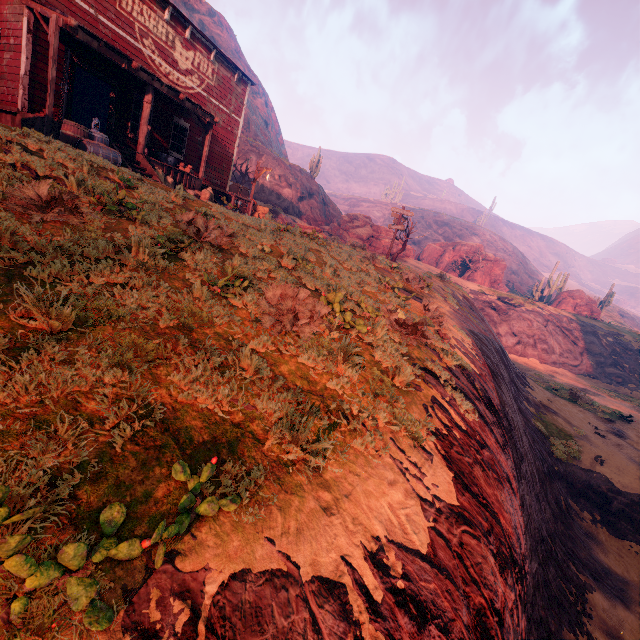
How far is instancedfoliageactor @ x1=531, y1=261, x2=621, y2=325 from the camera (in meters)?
39.53

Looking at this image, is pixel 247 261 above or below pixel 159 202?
below

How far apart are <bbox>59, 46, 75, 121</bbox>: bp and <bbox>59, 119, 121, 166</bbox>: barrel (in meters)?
0.97

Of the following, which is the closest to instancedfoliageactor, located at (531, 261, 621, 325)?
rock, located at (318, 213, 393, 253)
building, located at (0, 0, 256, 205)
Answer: rock, located at (318, 213, 393, 253)

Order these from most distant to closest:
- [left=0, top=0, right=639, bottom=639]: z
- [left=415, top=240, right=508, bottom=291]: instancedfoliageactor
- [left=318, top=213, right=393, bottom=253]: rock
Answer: [left=415, top=240, right=508, bottom=291]: instancedfoliageactor → [left=318, top=213, right=393, bottom=253]: rock → [left=0, top=0, right=639, bottom=639]: z

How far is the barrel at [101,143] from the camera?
9.5m

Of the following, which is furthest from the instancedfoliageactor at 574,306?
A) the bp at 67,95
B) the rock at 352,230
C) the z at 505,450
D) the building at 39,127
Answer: the bp at 67,95

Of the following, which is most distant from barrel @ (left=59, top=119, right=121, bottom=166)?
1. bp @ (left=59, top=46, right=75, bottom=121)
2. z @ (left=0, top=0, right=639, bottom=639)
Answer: bp @ (left=59, top=46, right=75, bottom=121)
